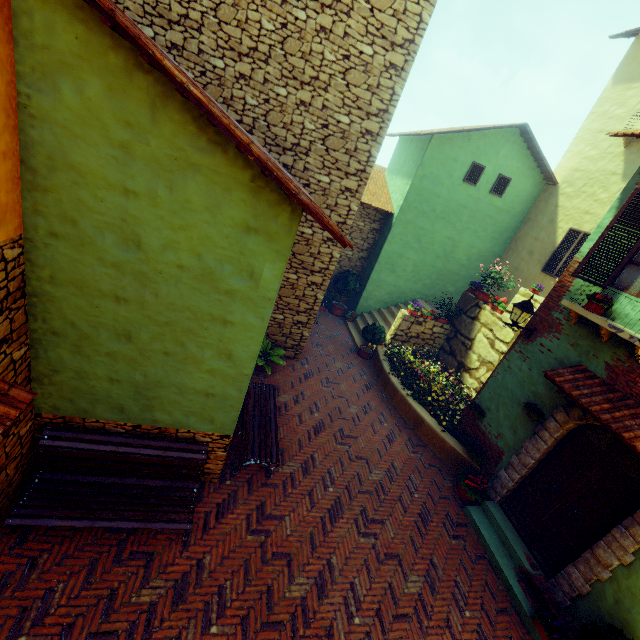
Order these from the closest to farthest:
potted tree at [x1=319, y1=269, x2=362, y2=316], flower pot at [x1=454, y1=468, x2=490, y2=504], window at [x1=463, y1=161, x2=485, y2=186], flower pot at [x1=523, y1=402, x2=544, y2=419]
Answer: flower pot at [x1=523, y1=402, x2=544, y2=419] → flower pot at [x1=454, y1=468, x2=490, y2=504] → window at [x1=463, y1=161, x2=485, y2=186] → potted tree at [x1=319, y1=269, x2=362, y2=316]

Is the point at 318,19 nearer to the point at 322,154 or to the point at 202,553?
the point at 322,154

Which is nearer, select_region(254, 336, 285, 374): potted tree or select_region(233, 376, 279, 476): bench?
select_region(233, 376, 279, 476): bench

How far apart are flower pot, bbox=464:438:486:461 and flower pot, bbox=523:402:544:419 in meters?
1.4

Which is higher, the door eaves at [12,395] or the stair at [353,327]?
the door eaves at [12,395]

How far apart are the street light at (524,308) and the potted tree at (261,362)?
5.3 meters

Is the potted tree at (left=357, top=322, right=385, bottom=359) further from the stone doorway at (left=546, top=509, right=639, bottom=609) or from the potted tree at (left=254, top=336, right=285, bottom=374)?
the stone doorway at (left=546, top=509, right=639, bottom=609)

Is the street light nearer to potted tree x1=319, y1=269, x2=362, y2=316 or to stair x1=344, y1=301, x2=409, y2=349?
stair x1=344, y1=301, x2=409, y2=349
